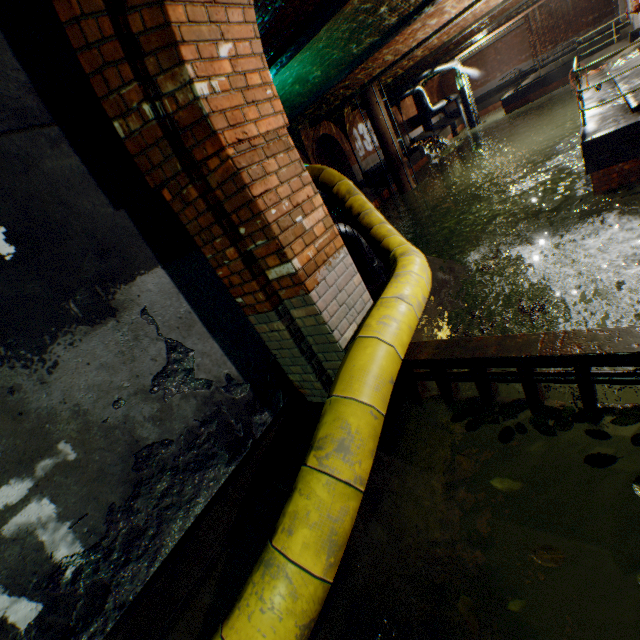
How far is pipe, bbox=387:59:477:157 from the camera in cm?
2355

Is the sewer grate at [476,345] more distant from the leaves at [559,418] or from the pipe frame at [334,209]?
the pipe frame at [334,209]

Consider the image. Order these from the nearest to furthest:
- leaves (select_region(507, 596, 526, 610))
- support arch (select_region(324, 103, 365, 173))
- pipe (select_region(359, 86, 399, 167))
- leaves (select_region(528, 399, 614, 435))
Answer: leaves (select_region(507, 596, 526, 610)), leaves (select_region(528, 399, 614, 435)), pipe (select_region(359, 86, 399, 167)), support arch (select_region(324, 103, 365, 173))

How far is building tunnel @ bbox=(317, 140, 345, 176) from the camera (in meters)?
22.32

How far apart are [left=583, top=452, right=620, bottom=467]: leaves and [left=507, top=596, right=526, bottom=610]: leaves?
0.9m

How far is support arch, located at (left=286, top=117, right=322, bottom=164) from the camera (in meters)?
16.16

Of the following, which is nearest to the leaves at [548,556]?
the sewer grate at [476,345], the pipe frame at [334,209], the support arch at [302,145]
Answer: the sewer grate at [476,345]

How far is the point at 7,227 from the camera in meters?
1.7 m
